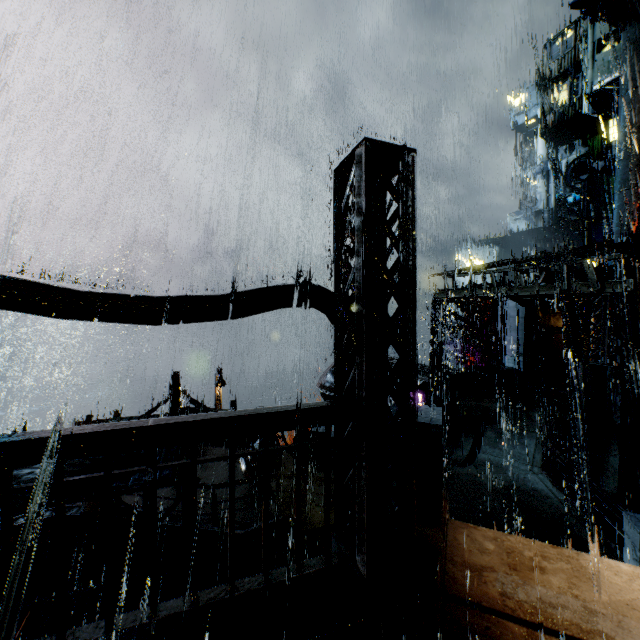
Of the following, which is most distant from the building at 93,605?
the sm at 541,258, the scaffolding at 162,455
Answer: the scaffolding at 162,455

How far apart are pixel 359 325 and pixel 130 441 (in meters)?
2.34

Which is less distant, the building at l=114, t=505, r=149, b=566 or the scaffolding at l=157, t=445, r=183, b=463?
the scaffolding at l=157, t=445, r=183, b=463

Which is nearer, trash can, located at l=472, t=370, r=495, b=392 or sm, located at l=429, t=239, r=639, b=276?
sm, located at l=429, t=239, r=639, b=276

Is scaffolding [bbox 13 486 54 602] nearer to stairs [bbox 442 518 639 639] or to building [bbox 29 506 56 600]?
building [bbox 29 506 56 600]

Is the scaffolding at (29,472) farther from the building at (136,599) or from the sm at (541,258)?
the sm at (541,258)
